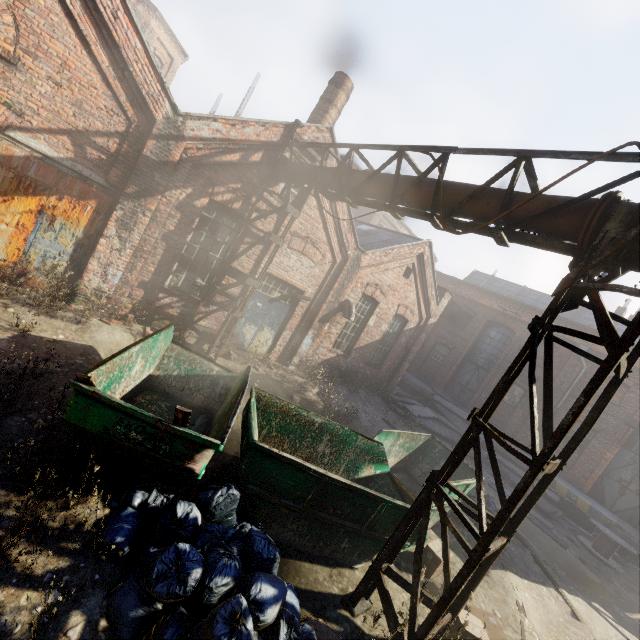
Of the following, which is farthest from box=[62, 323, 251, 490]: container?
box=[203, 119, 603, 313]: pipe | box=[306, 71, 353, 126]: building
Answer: box=[306, 71, 353, 126]: building

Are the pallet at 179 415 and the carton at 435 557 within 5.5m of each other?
yes

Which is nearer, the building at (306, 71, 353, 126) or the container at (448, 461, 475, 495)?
the container at (448, 461, 475, 495)

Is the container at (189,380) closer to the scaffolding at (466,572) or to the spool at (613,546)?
the scaffolding at (466,572)

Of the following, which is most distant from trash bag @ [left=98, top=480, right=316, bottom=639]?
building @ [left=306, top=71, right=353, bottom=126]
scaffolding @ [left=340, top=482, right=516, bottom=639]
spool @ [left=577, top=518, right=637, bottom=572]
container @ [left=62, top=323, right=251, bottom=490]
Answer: spool @ [left=577, top=518, right=637, bottom=572]

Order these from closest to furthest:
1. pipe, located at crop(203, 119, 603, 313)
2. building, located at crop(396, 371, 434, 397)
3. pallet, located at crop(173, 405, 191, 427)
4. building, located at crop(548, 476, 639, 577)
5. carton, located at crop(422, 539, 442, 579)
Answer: pallet, located at crop(173, 405, 191, 427)
pipe, located at crop(203, 119, 603, 313)
carton, located at crop(422, 539, 442, 579)
building, located at crop(548, 476, 639, 577)
building, located at crop(396, 371, 434, 397)

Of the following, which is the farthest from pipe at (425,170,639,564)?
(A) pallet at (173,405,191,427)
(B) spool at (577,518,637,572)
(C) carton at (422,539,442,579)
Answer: (B) spool at (577,518,637,572)

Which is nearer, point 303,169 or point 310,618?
point 310,618
